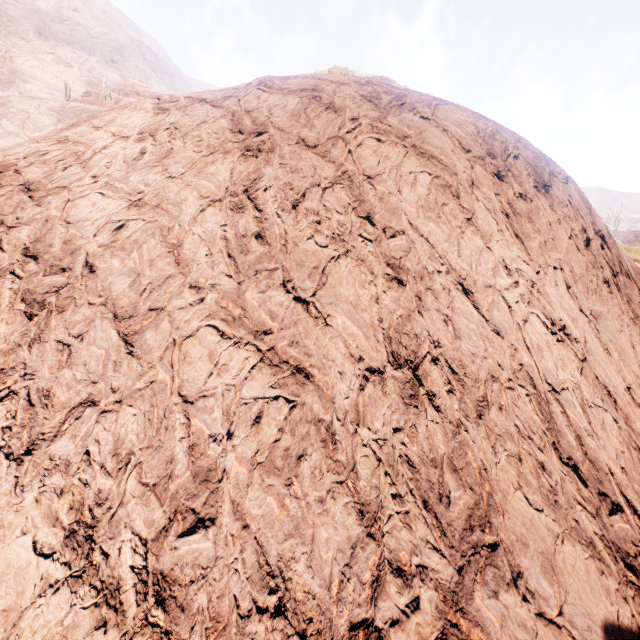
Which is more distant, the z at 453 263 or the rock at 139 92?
A: the rock at 139 92

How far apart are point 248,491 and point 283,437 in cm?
54

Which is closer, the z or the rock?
the z

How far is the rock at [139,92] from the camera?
45.1 meters

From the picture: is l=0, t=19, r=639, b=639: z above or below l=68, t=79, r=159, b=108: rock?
below

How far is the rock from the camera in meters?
45.1 m
